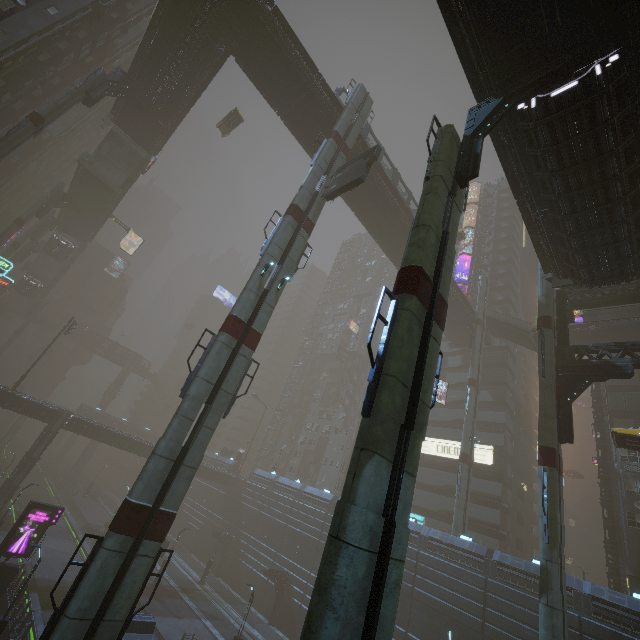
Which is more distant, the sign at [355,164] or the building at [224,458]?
the building at [224,458]

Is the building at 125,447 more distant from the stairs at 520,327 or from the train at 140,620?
the stairs at 520,327

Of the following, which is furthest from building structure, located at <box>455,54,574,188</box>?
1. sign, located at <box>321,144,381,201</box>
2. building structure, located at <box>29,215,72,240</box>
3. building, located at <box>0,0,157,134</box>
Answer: building structure, located at <box>29,215,72,240</box>

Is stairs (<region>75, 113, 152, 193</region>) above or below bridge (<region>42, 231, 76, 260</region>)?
above

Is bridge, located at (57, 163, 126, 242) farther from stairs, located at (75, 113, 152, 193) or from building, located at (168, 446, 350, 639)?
building, located at (168, 446, 350, 639)

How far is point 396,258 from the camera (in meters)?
40.56

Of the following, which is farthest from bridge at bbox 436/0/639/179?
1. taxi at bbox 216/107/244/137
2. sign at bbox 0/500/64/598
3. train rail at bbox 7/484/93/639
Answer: sign at bbox 0/500/64/598

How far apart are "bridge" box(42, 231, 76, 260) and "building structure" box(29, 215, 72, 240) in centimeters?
356cm
